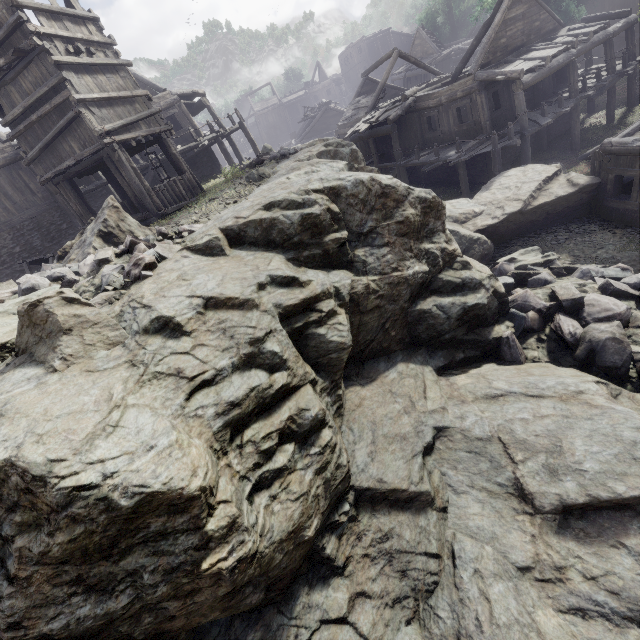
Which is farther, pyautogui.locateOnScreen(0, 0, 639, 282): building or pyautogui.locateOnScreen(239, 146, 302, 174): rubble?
pyautogui.locateOnScreen(239, 146, 302, 174): rubble

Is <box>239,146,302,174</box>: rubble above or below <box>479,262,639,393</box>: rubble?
above

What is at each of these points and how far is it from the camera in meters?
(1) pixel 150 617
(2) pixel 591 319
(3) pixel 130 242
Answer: (1) rock, 3.5 m
(2) rubble, 8.2 m
(3) rubble, 6.6 m

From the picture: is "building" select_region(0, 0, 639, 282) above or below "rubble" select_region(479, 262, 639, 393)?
above

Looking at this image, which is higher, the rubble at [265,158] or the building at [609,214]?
the rubble at [265,158]

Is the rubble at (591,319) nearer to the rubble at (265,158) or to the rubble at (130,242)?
the rubble at (130,242)

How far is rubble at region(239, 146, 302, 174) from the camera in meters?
15.6

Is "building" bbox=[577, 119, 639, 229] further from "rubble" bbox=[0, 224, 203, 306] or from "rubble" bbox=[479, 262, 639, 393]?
"rubble" bbox=[0, 224, 203, 306]
